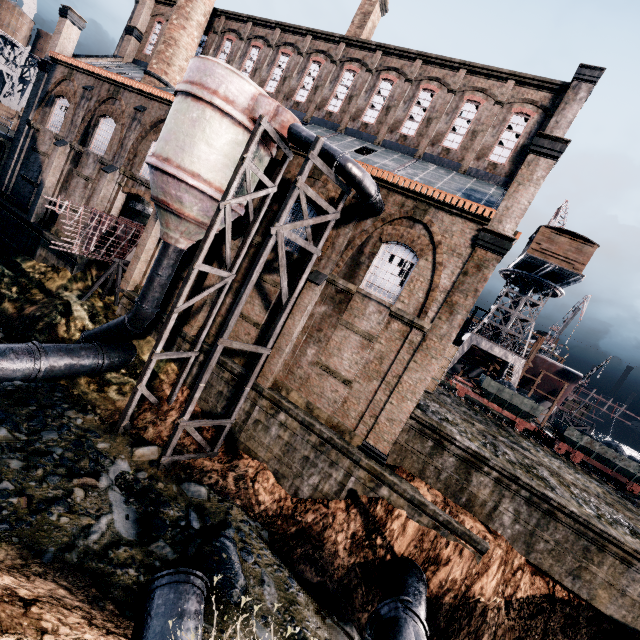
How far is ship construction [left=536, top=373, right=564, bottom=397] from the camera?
41.2m

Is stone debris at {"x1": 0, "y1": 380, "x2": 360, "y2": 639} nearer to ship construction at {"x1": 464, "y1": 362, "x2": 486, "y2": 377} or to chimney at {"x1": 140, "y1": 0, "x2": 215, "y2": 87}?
chimney at {"x1": 140, "y1": 0, "x2": 215, "y2": 87}

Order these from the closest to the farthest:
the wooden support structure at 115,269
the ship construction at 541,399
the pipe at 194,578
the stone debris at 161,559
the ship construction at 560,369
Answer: the pipe at 194,578 → the stone debris at 161,559 → the wooden support structure at 115,269 → the ship construction at 560,369 → the ship construction at 541,399

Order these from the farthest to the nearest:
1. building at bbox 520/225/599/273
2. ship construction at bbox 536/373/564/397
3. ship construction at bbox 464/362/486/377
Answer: ship construction at bbox 464/362/486/377 < ship construction at bbox 536/373/564/397 < building at bbox 520/225/599/273

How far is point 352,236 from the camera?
16.55m

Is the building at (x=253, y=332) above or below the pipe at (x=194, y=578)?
above

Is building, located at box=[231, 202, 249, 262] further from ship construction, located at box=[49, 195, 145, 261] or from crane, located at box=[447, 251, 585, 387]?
crane, located at box=[447, 251, 585, 387]
